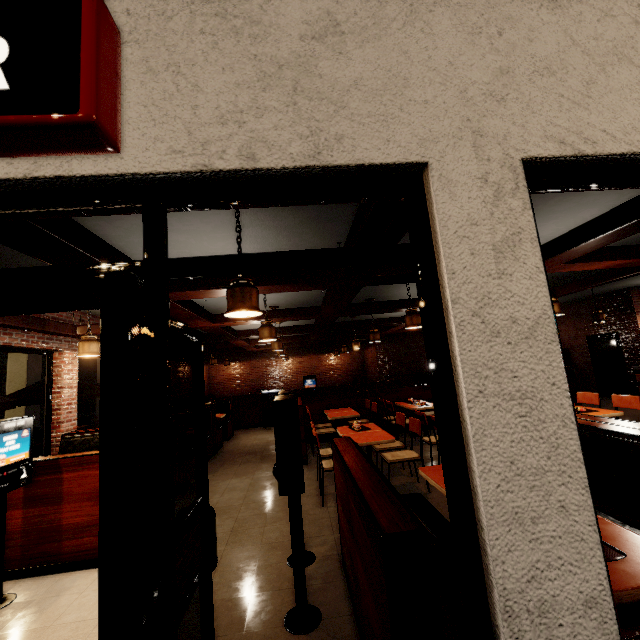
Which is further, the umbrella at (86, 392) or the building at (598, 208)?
the umbrella at (86, 392)

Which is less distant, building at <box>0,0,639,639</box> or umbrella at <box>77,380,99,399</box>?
building at <box>0,0,639,639</box>

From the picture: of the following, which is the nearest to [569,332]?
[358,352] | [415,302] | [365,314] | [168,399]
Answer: [358,352]

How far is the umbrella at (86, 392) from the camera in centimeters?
730cm

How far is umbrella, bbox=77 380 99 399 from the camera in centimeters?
730cm
